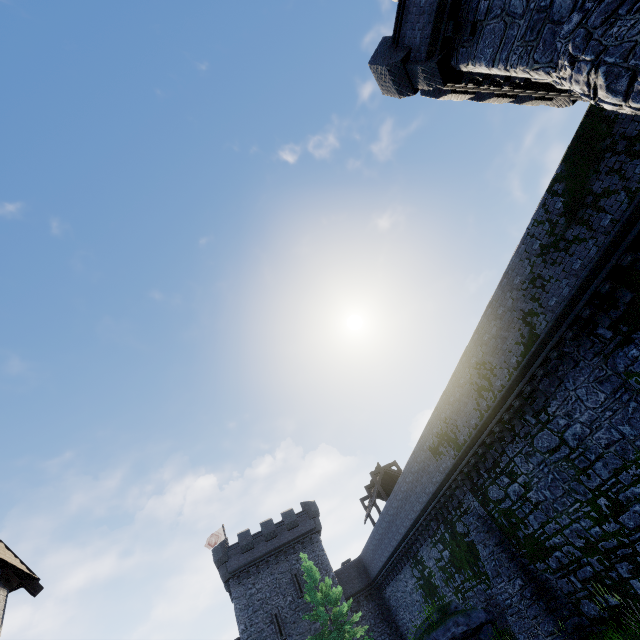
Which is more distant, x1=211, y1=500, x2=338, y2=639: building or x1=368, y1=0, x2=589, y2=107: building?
x1=211, y1=500, x2=338, y2=639: building

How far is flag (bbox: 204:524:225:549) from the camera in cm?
3944

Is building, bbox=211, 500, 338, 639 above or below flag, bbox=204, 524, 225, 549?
Result: below

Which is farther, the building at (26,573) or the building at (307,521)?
the building at (307,521)

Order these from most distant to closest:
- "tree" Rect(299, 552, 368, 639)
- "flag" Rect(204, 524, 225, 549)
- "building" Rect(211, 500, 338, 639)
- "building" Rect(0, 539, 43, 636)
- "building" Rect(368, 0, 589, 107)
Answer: "flag" Rect(204, 524, 225, 549) < "building" Rect(211, 500, 338, 639) < "tree" Rect(299, 552, 368, 639) < "building" Rect(0, 539, 43, 636) < "building" Rect(368, 0, 589, 107)

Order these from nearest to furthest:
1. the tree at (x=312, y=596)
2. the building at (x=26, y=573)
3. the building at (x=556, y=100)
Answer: the building at (x=556, y=100), the building at (x=26, y=573), the tree at (x=312, y=596)

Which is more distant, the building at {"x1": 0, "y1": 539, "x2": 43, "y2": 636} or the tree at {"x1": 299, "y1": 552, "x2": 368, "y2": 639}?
the tree at {"x1": 299, "y1": 552, "x2": 368, "y2": 639}

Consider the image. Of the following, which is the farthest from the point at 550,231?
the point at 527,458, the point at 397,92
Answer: the point at 527,458
